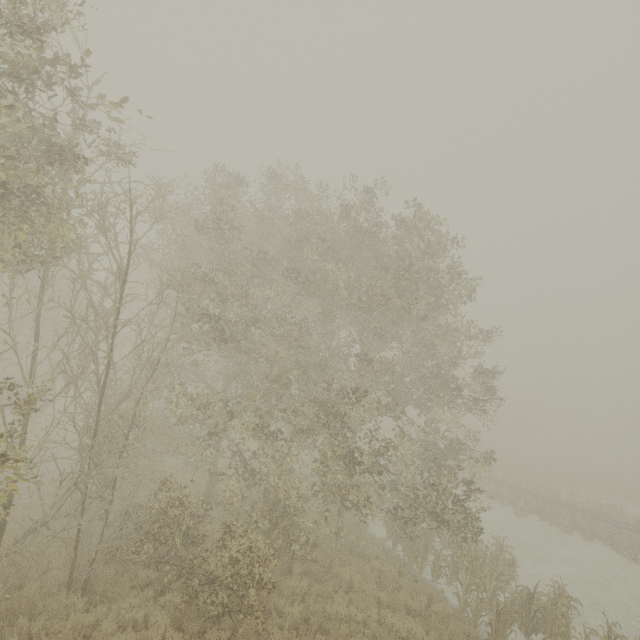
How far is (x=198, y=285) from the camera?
9.9m
